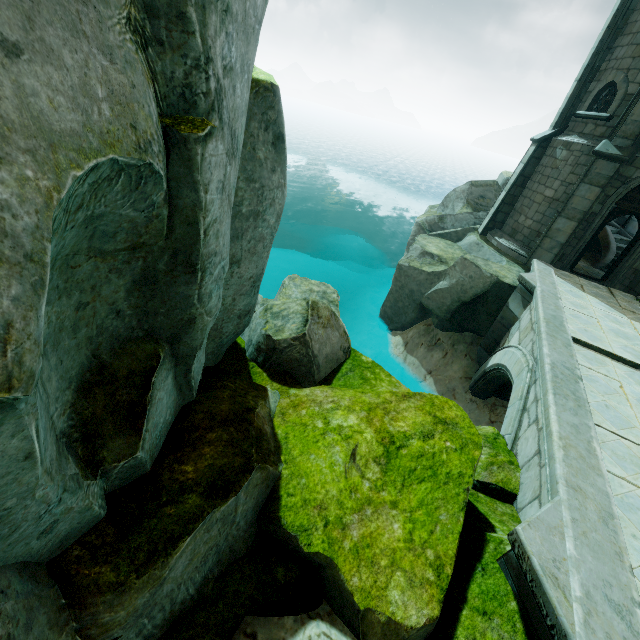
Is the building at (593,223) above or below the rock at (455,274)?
above

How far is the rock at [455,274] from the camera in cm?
1192

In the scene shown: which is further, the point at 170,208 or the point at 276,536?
Answer: the point at 276,536

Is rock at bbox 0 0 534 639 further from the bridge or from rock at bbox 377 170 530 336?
rock at bbox 377 170 530 336

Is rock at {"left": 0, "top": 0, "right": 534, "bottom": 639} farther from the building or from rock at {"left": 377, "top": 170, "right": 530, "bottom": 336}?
the building

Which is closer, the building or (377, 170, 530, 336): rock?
the building

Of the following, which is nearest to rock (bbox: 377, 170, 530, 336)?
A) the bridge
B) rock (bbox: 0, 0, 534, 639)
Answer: the bridge

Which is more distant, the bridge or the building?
the building
